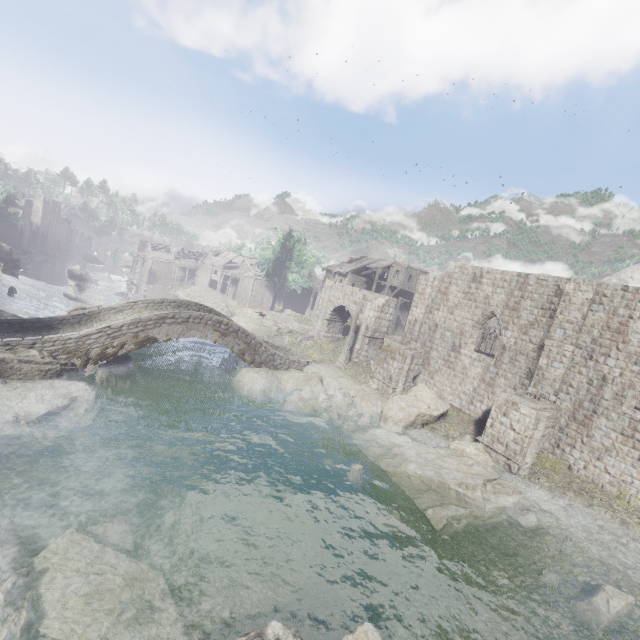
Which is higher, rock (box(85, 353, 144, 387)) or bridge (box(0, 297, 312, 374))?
bridge (box(0, 297, 312, 374))

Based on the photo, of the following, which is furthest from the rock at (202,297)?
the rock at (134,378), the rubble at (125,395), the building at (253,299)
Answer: the rubble at (125,395)

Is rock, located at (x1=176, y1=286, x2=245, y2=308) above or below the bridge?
below

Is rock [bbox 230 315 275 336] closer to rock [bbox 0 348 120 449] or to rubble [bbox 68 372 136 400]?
rubble [bbox 68 372 136 400]

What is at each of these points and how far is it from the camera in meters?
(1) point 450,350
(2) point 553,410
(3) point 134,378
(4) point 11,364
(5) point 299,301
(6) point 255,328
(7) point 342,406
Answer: (1) building, 23.0
(2) stone arch, 16.7
(3) rock, 19.3
(4) rock, 14.0
(5) building, 59.0
(6) rock, 34.9
(7) rubble, 21.2

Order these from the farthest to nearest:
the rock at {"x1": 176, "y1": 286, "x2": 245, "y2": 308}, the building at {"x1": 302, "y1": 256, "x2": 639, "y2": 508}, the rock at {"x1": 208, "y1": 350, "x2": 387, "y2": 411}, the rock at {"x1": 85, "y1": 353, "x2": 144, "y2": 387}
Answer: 1. the rock at {"x1": 176, "y1": 286, "x2": 245, "y2": 308}
2. the rock at {"x1": 208, "y1": 350, "x2": 387, "y2": 411}
3. the rock at {"x1": 85, "y1": 353, "x2": 144, "y2": 387}
4. the building at {"x1": 302, "y1": 256, "x2": 639, "y2": 508}

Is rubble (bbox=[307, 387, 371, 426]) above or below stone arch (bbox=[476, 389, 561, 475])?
below

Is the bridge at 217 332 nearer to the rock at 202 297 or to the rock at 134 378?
the rock at 134 378
